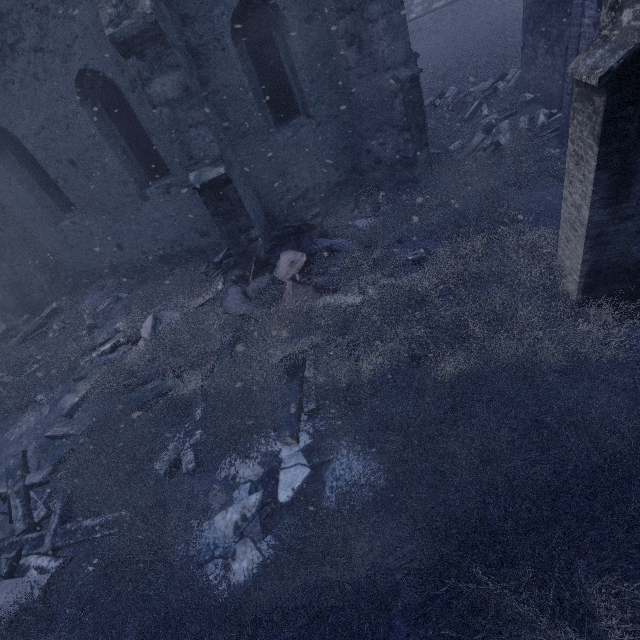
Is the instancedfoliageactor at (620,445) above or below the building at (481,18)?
below

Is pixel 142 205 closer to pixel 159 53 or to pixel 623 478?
pixel 159 53

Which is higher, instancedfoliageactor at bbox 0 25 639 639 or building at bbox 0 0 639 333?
building at bbox 0 0 639 333

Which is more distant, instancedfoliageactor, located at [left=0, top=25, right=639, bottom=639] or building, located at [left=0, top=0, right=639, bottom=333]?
building, located at [left=0, top=0, right=639, bottom=333]

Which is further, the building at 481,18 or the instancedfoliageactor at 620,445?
the building at 481,18
